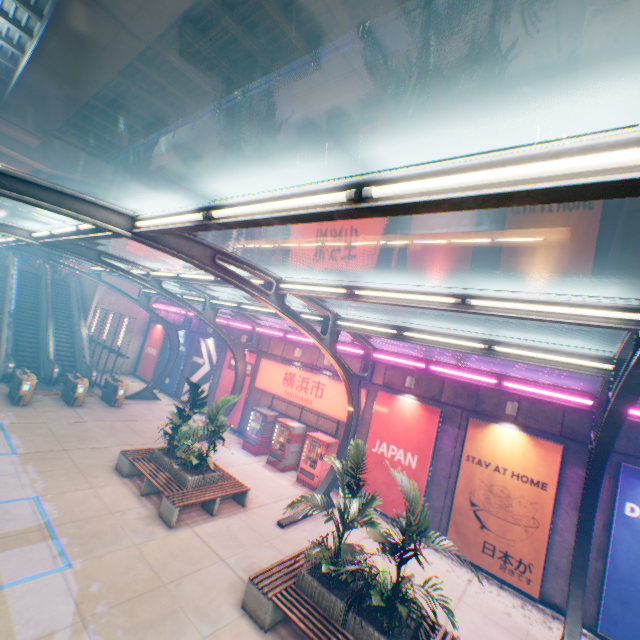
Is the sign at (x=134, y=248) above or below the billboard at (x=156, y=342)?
above

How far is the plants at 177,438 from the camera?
10.0 meters

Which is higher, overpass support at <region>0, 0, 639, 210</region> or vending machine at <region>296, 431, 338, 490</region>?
overpass support at <region>0, 0, 639, 210</region>

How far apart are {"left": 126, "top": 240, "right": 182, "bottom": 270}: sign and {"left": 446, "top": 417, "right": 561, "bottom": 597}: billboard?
25.88m

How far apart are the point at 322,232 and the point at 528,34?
16.3 meters

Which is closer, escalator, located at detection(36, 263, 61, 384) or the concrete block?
the concrete block

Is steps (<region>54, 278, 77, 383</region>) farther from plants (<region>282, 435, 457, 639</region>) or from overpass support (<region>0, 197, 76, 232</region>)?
plants (<region>282, 435, 457, 639</region>)

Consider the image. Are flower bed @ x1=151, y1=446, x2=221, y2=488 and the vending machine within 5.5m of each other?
yes
